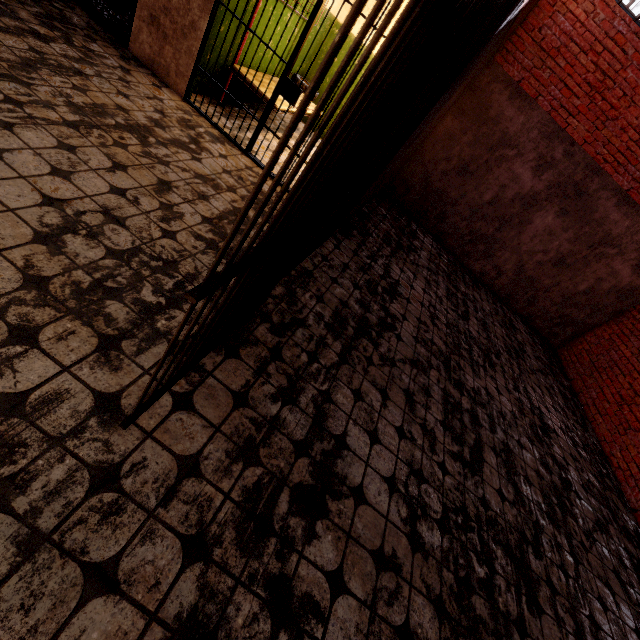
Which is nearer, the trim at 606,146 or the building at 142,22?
the building at 142,22

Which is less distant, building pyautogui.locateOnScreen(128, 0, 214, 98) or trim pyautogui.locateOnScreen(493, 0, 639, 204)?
building pyautogui.locateOnScreen(128, 0, 214, 98)

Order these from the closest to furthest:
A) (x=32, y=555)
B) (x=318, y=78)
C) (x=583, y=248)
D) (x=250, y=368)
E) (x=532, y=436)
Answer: (x=318, y=78)
(x=32, y=555)
(x=250, y=368)
(x=532, y=436)
(x=583, y=248)

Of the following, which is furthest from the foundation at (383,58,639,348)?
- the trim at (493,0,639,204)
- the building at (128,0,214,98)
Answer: the building at (128,0,214,98)

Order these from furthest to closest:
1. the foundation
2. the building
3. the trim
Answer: the foundation, the trim, the building

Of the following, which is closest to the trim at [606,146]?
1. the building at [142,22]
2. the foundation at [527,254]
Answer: the foundation at [527,254]

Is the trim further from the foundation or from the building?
the building
